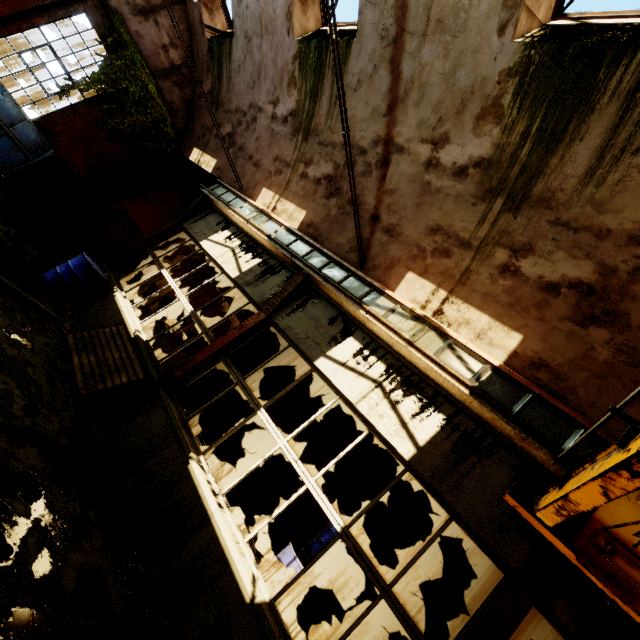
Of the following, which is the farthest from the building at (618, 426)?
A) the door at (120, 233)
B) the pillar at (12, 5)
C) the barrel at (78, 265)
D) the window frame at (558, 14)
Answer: the barrel at (78, 265)

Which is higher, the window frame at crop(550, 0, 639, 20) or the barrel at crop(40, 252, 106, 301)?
the window frame at crop(550, 0, 639, 20)

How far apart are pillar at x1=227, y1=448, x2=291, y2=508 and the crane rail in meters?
4.9

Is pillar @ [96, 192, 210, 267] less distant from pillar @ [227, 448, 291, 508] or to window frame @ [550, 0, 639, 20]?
pillar @ [227, 448, 291, 508]

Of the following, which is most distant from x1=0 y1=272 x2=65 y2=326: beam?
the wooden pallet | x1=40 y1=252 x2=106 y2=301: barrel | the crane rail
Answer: the crane rail

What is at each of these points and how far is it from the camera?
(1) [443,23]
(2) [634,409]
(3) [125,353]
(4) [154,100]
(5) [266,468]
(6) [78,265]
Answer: (1) building, 4.54m
(2) building, 3.46m
(3) wooden pallet, 5.88m
(4) vine, 10.77m
(5) pillar, 8.98m
(6) barrel, 6.97m

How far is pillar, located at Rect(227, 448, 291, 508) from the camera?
8.6m

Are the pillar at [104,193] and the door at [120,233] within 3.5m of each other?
yes
